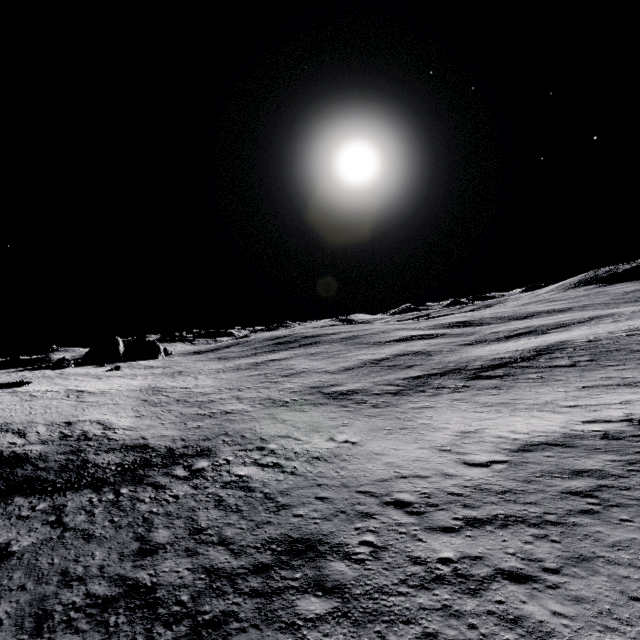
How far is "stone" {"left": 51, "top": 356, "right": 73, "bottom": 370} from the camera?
50.8m

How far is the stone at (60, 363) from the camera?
50.84m

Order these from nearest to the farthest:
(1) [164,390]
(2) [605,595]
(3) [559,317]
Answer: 1. (2) [605,595]
2. (1) [164,390]
3. (3) [559,317]
